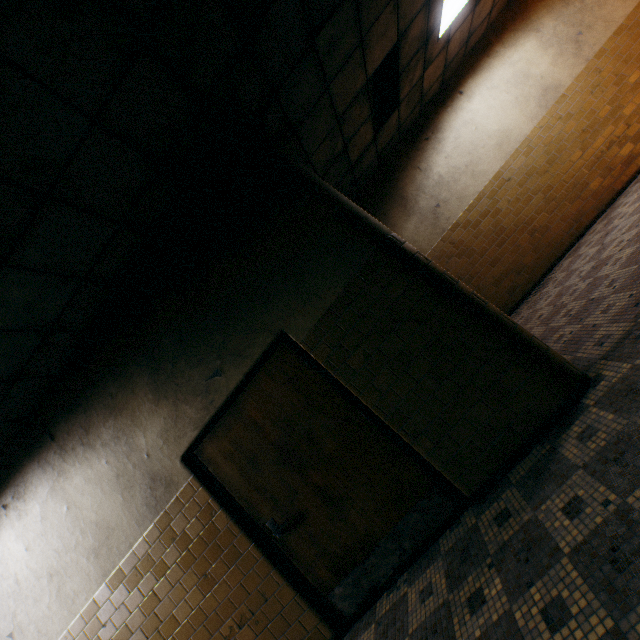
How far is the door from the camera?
2.8m

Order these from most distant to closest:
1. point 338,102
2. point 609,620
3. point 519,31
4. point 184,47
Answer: point 519,31 → point 338,102 → point 184,47 → point 609,620

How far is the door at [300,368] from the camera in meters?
2.8
